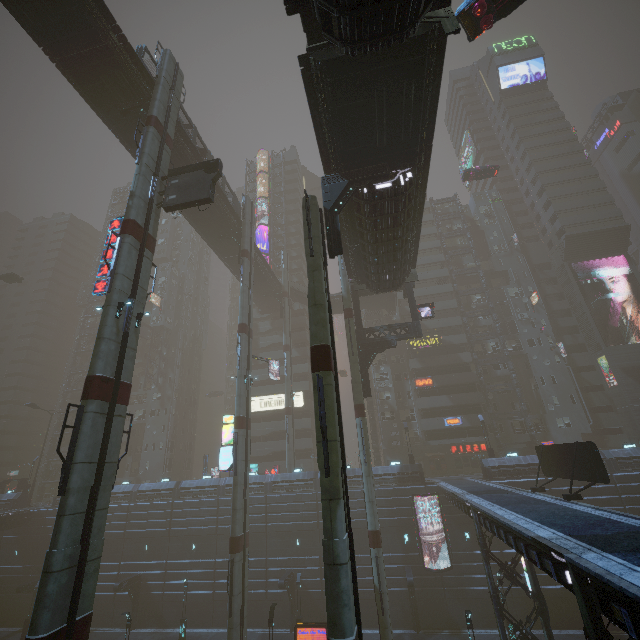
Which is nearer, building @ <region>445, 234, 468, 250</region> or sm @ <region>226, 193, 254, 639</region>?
sm @ <region>226, 193, 254, 639</region>

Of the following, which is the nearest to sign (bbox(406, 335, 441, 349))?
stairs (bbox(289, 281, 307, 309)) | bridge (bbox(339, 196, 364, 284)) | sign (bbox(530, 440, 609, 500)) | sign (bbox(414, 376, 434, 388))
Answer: sign (bbox(414, 376, 434, 388))

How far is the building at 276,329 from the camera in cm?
5466

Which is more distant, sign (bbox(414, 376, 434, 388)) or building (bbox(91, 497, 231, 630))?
sign (bbox(414, 376, 434, 388))

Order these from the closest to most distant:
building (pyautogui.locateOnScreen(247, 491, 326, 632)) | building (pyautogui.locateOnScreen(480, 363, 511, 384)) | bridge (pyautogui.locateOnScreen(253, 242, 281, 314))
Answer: building (pyautogui.locateOnScreen(247, 491, 326, 632)), bridge (pyautogui.locateOnScreen(253, 242, 281, 314)), building (pyautogui.locateOnScreen(480, 363, 511, 384))

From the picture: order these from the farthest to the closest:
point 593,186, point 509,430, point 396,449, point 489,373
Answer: point 593,186, point 489,373, point 396,449, point 509,430

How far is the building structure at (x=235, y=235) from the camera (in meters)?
37.25

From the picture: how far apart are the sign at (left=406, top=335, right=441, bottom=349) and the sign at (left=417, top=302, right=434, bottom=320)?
20.03m
